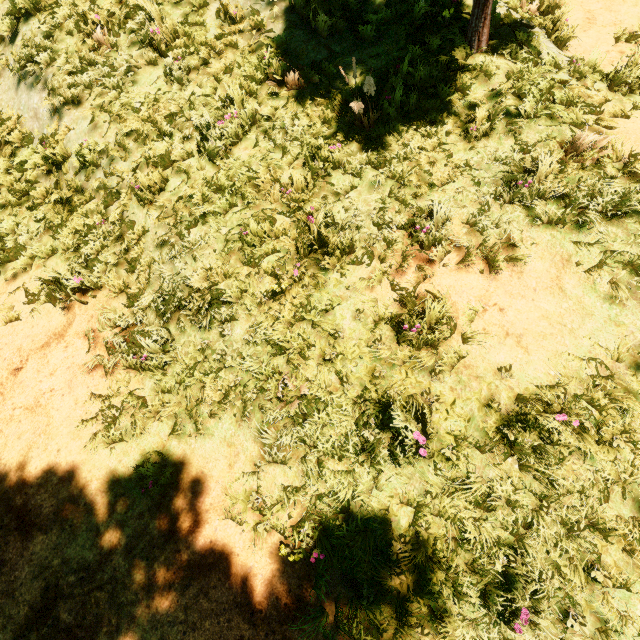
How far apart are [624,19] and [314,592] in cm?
938
